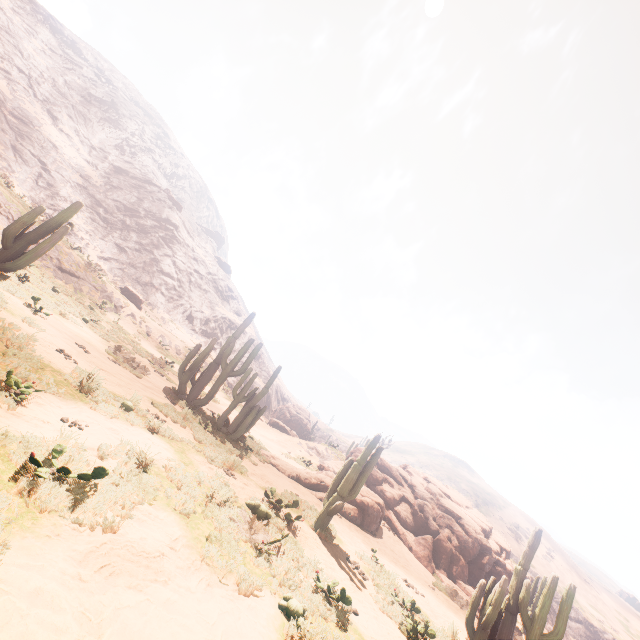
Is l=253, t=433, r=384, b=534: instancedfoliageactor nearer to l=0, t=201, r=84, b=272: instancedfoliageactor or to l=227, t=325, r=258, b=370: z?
l=0, t=201, r=84, b=272: instancedfoliageactor

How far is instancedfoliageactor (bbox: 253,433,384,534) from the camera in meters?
10.1

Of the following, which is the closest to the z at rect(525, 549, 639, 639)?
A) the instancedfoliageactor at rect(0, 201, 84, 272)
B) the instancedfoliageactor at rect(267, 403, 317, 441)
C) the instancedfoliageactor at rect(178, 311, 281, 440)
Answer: the instancedfoliageactor at rect(267, 403, 317, 441)

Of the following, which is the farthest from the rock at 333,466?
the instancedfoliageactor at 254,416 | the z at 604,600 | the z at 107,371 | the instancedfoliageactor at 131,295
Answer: the z at 604,600

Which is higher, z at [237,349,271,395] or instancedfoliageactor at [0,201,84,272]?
z at [237,349,271,395]

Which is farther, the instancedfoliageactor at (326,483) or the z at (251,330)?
the z at (251,330)

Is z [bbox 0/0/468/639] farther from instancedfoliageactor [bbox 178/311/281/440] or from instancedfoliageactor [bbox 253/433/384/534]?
instancedfoliageactor [bbox 253/433/384/534]

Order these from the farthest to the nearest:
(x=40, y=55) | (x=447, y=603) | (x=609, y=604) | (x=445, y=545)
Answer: (x=609, y=604), (x=40, y=55), (x=445, y=545), (x=447, y=603)
